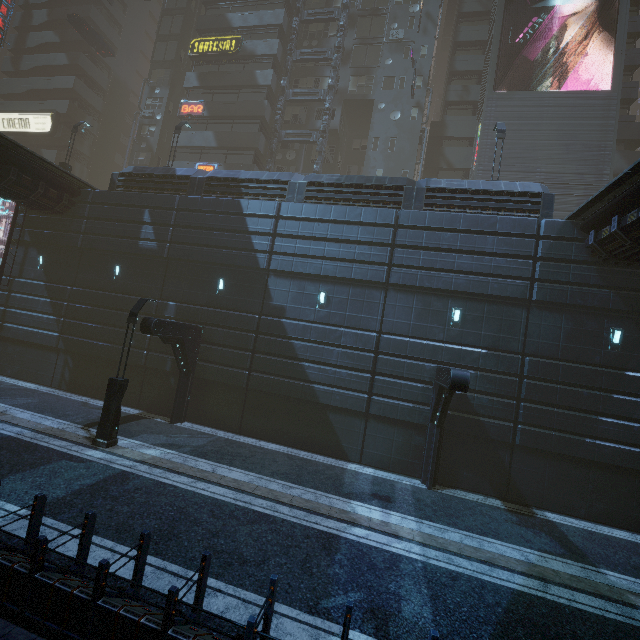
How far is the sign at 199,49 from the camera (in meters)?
29.66

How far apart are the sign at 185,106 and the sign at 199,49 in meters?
4.3 m

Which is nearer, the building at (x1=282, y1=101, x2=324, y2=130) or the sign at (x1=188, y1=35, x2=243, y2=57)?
the sign at (x1=188, y1=35, x2=243, y2=57)

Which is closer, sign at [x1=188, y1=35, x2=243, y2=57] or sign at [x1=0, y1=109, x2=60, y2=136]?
sign at [x1=188, y1=35, x2=243, y2=57]

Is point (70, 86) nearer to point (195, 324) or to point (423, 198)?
point (195, 324)

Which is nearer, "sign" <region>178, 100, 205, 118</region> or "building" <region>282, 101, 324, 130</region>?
"sign" <region>178, 100, 205, 118</region>

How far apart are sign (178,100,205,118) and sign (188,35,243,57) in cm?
434

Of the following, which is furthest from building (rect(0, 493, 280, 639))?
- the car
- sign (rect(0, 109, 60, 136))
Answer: the car
